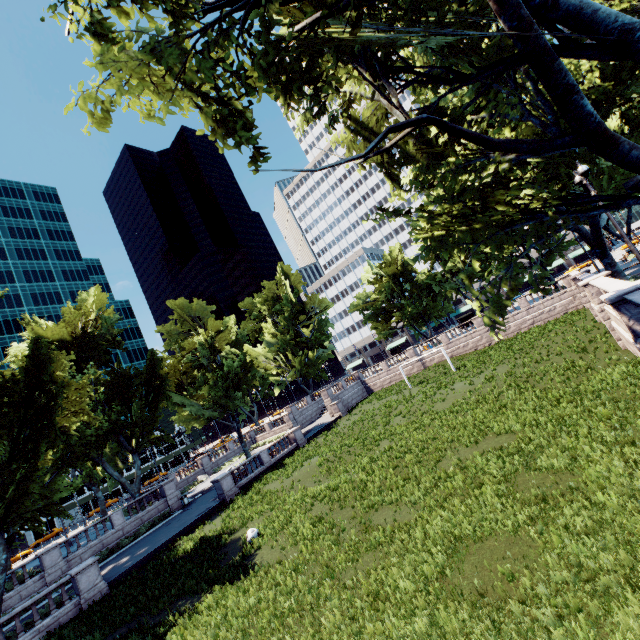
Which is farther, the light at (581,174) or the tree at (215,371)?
the tree at (215,371)

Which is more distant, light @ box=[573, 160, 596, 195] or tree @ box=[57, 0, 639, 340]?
light @ box=[573, 160, 596, 195]

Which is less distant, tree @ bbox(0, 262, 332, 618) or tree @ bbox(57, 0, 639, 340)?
tree @ bbox(57, 0, 639, 340)

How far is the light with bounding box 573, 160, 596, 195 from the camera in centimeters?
1417cm

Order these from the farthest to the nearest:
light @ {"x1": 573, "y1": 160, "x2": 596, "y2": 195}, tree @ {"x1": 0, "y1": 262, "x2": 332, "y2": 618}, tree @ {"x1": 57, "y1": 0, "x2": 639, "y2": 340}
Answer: tree @ {"x1": 0, "y1": 262, "x2": 332, "y2": 618} → light @ {"x1": 573, "y1": 160, "x2": 596, "y2": 195} → tree @ {"x1": 57, "y1": 0, "x2": 639, "y2": 340}

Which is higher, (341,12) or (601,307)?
(341,12)

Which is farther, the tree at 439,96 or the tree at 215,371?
the tree at 215,371
